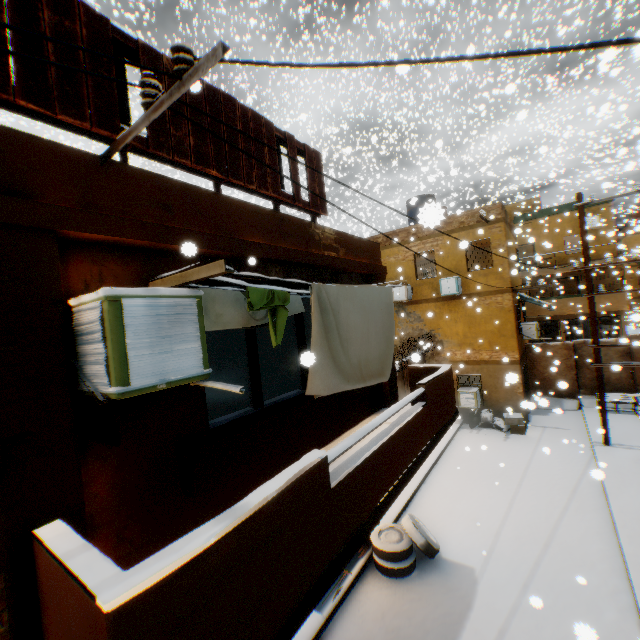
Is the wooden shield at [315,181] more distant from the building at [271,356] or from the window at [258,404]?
the window at [258,404]

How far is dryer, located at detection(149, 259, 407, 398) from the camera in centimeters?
326cm

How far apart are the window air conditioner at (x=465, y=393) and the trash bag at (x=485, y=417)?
0.2m

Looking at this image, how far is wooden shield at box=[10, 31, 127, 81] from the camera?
2.52m

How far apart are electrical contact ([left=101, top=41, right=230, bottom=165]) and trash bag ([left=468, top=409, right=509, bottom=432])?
16.1 meters

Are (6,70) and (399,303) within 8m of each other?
no

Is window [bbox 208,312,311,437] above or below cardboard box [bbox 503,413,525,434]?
above

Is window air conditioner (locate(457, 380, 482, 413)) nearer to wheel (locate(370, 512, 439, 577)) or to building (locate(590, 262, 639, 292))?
building (locate(590, 262, 639, 292))
